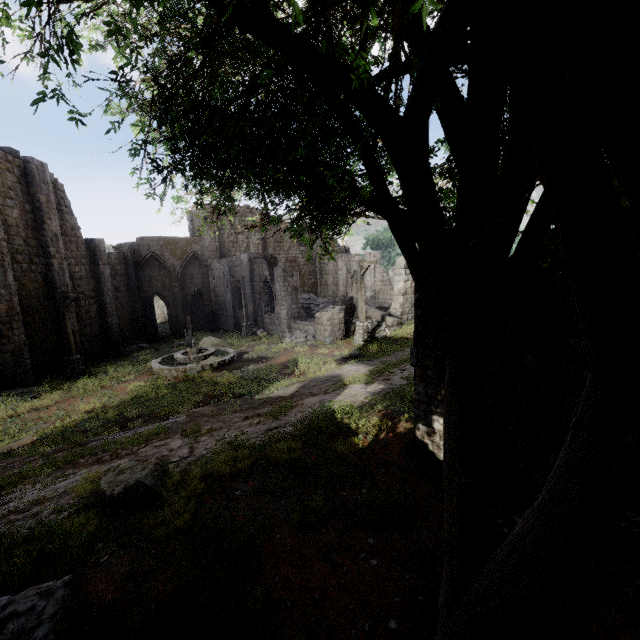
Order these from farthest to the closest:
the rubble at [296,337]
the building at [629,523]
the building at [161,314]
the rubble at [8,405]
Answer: the building at [161,314], the rubble at [296,337], the rubble at [8,405], the building at [629,523]

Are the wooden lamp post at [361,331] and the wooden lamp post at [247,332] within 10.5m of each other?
yes

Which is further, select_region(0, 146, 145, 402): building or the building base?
select_region(0, 146, 145, 402): building

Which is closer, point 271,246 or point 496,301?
point 496,301

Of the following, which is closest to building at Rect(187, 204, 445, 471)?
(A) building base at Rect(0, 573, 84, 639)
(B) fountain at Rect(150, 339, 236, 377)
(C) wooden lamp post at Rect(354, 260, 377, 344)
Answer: (A) building base at Rect(0, 573, 84, 639)

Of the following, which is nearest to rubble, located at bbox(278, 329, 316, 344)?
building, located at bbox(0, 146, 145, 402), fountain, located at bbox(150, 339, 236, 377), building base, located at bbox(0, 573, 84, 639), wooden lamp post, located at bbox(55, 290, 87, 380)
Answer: building, located at bbox(0, 146, 145, 402)

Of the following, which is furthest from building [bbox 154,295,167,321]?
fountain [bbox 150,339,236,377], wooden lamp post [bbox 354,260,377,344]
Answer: fountain [bbox 150,339,236,377]

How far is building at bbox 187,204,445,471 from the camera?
7.03m
